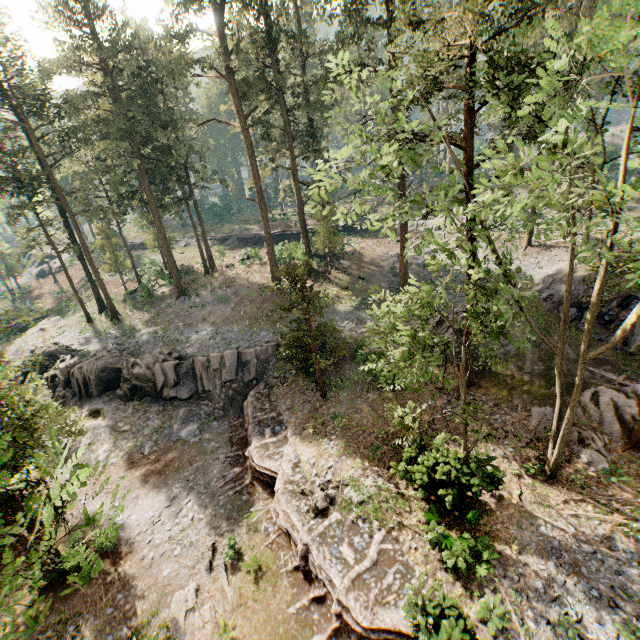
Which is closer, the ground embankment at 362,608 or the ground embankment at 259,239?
the ground embankment at 362,608

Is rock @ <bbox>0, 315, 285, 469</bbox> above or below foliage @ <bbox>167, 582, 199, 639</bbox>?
above

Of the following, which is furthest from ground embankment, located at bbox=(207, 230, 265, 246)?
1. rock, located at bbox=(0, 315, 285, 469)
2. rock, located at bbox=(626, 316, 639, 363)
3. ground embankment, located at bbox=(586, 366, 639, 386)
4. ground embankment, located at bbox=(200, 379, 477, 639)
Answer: rock, located at bbox=(626, 316, 639, 363)

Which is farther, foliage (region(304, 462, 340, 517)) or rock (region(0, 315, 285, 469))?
rock (region(0, 315, 285, 469))

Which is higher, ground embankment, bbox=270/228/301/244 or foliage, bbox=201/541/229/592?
ground embankment, bbox=270/228/301/244

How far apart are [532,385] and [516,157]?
55.86m

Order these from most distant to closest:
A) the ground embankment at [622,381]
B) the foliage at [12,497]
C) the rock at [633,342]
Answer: the rock at [633,342] < the ground embankment at [622,381] < the foliage at [12,497]

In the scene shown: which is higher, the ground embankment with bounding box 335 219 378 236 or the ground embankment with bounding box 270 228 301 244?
the ground embankment with bounding box 270 228 301 244
